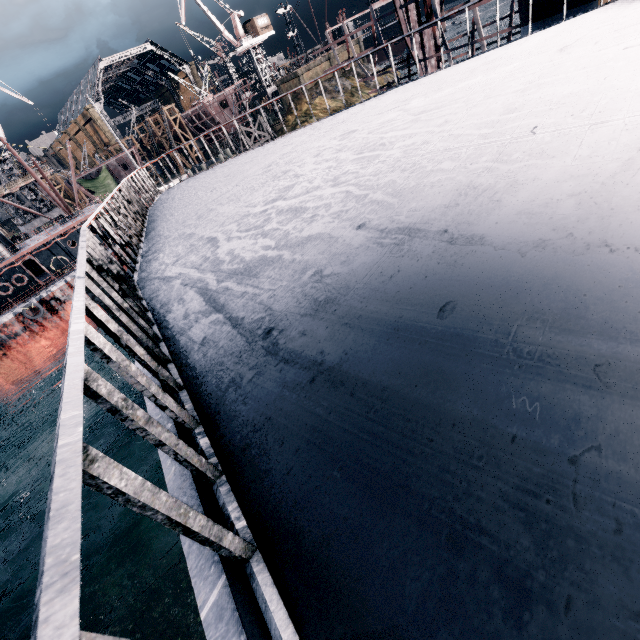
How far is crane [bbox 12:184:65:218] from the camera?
44.8 meters

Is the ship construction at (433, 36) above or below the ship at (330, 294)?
below

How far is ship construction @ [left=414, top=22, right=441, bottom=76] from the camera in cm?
2568

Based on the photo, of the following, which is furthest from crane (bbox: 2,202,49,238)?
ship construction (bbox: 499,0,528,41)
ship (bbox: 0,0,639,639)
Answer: ship construction (bbox: 499,0,528,41)

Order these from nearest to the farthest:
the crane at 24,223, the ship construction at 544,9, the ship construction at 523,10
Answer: the ship construction at 544,9 < the ship construction at 523,10 < the crane at 24,223

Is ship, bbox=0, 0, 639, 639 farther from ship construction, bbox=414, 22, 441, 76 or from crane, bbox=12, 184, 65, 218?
crane, bbox=12, 184, 65, 218

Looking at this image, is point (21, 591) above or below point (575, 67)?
below

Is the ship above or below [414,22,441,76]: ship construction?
above
